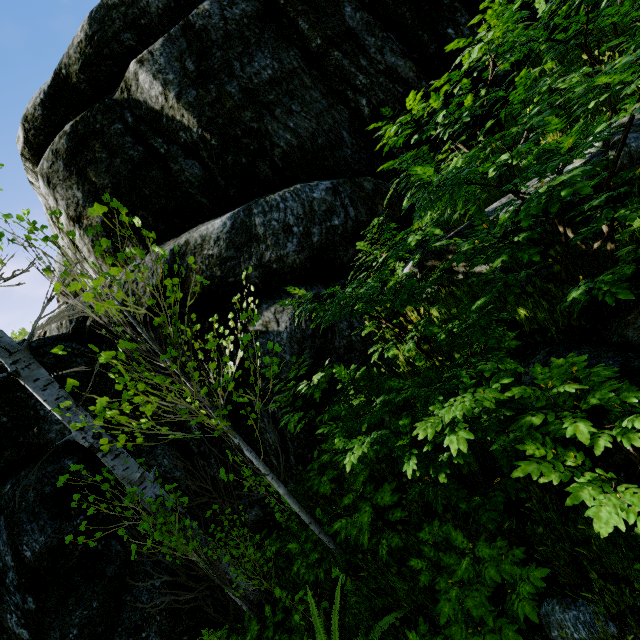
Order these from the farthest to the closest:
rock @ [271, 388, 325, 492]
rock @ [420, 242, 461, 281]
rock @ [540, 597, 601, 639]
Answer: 1. rock @ [271, 388, 325, 492]
2. rock @ [420, 242, 461, 281]
3. rock @ [540, 597, 601, 639]

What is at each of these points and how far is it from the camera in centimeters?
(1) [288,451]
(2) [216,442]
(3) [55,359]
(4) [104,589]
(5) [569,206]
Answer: (1) rock, 465cm
(2) rock, 509cm
(3) rock, 498cm
(4) rock, 395cm
(5) rock, 300cm

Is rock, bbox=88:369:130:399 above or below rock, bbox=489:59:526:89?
below

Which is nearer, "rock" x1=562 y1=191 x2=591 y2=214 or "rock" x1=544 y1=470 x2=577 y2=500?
"rock" x1=544 y1=470 x2=577 y2=500

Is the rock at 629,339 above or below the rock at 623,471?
above

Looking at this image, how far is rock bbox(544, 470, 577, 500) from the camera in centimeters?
236cm

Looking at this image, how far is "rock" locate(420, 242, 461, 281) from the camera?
3.7 meters

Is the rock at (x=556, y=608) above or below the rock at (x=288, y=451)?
below
